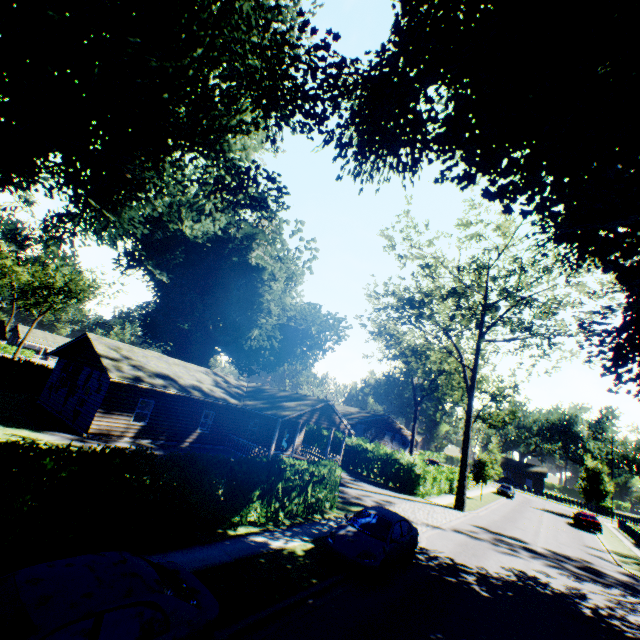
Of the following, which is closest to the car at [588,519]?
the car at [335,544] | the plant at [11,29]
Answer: the plant at [11,29]

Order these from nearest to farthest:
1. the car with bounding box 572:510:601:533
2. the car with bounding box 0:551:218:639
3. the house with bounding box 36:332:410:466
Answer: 1. the car with bounding box 0:551:218:639
2. the house with bounding box 36:332:410:466
3. the car with bounding box 572:510:601:533

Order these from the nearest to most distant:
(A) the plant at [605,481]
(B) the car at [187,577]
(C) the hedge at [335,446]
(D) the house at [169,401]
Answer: (B) the car at [187,577], (D) the house at [169,401], (C) the hedge at [335,446], (A) the plant at [605,481]

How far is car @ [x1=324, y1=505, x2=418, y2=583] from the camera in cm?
1004

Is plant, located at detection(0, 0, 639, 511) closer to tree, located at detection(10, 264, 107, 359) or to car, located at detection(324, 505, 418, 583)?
car, located at detection(324, 505, 418, 583)

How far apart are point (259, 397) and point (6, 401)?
17.5m

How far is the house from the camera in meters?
19.5

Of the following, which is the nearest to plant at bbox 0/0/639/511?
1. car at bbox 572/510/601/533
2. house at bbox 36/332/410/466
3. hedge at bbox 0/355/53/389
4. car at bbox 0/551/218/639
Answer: house at bbox 36/332/410/466
